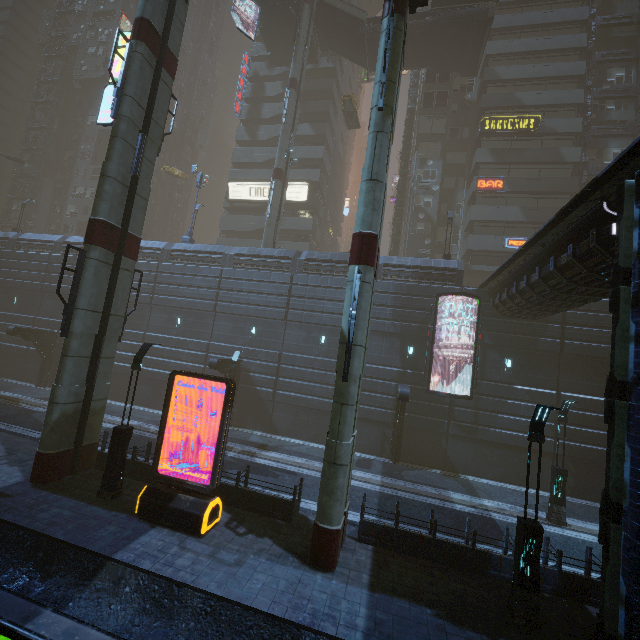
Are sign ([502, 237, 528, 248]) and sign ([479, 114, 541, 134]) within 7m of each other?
no

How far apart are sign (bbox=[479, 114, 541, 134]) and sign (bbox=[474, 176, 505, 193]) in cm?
434

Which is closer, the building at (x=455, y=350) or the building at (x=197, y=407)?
the building at (x=455, y=350)

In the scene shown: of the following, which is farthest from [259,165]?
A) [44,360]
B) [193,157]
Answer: [44,360]

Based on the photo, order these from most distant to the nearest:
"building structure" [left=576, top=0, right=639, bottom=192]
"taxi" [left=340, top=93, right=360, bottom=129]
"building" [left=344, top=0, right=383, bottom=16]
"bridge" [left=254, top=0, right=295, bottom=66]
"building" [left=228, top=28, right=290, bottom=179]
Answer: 1. "building" [left=344, top=0, right=383, bottom=16]
2. "building" [left=228, top=28, right=290, bottom=179]
3. "taxi" [left=340, top=93, right=360, bottom=129]
4. "bridge" [left=254, top=0, right=295, bottom=66]
5. "building structure" [left=576, top=0, right=639, bottom=192]

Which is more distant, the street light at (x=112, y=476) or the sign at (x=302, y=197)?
the sign at (x=302, y=197)

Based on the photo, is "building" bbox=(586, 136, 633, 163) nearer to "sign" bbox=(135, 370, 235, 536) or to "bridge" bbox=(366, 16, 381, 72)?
"bridge" bbox=(366, 16, 381, 72)

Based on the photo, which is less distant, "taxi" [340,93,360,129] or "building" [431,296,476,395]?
"building" [431,296,476,395]
